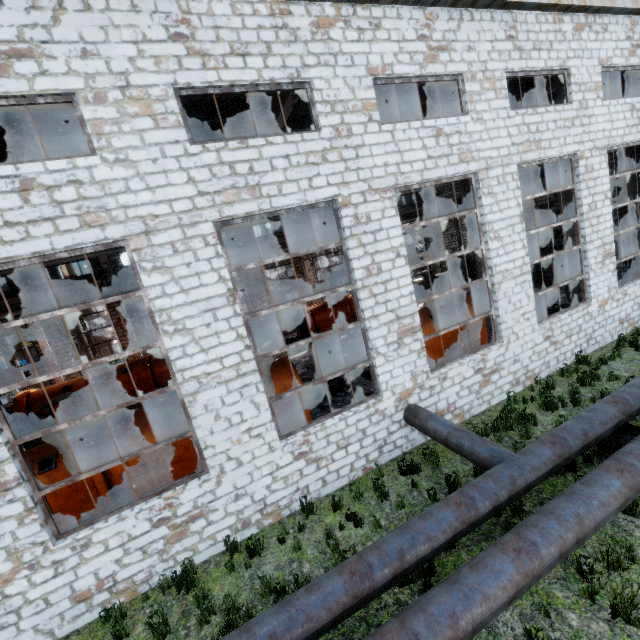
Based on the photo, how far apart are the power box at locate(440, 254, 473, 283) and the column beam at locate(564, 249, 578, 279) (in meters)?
15.44

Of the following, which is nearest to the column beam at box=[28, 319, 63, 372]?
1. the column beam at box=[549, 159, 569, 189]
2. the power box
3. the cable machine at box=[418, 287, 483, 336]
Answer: the cable machine at box=[418, 287, 483, 336]

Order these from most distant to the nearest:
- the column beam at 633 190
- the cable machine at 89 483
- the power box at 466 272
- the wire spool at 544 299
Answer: the power box at 466 272 → the wire spool at 544 299 → the column beam at 633 190 → the cable machine at 89 483

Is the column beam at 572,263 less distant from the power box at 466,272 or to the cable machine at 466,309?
the cable machine at 466,309

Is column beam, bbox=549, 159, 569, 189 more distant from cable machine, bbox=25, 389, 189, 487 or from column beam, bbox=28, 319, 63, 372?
column beam, bbox=28, 319, 63, 372

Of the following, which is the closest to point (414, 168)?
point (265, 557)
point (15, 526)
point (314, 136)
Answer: point (314, 136)

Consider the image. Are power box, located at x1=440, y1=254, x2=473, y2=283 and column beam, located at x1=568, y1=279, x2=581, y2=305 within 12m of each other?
no

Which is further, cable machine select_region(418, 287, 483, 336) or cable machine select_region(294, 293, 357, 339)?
cable machine select_region(294, 293, 357, 339)
